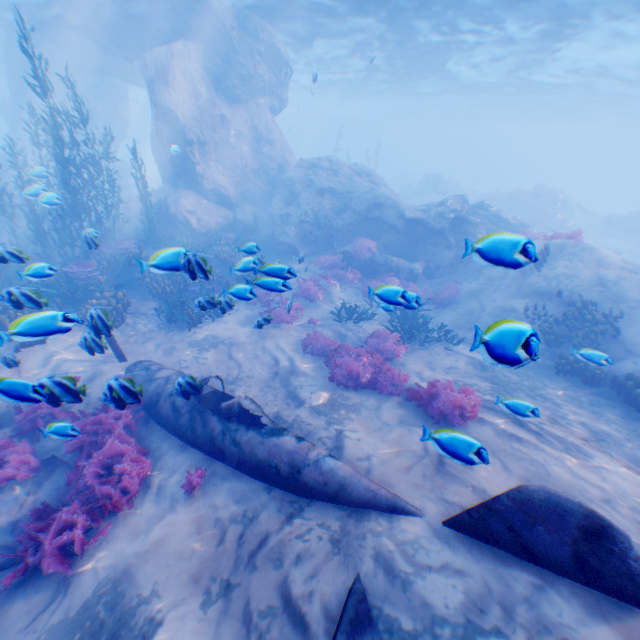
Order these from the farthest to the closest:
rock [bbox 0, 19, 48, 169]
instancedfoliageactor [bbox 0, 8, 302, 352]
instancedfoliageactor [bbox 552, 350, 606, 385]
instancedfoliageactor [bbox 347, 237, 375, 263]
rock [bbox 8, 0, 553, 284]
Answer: rock [bbox 0, 19, 48, 169], rock [bbox 8, 0, 553, 284], instancedfoliageactor [bbox 347, 237, 375, 263], instancedfoliageactor [bbox 552, 350, 606, 385], instancedfoliageactor [bbox 0, 8, 302, 352]

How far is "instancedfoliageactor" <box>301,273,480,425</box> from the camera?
6.7m

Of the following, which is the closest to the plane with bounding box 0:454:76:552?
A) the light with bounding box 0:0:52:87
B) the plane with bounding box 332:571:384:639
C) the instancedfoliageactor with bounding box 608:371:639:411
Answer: the plane with bounding box 332:571:384:639

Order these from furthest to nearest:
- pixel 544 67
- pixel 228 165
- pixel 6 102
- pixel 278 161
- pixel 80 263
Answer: pixel 6 102 < pixel 544 67 < pixel 278 161 < pixel 228 165 < pixel 80 263

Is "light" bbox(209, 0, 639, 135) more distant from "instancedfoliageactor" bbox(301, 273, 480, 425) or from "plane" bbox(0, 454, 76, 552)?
"plane" bbox(0, 454, 76, 552)

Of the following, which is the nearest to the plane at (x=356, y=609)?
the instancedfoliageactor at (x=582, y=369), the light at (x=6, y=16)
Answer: the instancedfoliageactor at (x=582, y=369)

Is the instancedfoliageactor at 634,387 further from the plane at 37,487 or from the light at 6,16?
the light at 6,16

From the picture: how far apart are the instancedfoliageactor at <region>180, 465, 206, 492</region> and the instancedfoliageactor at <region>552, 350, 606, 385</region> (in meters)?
9.97
